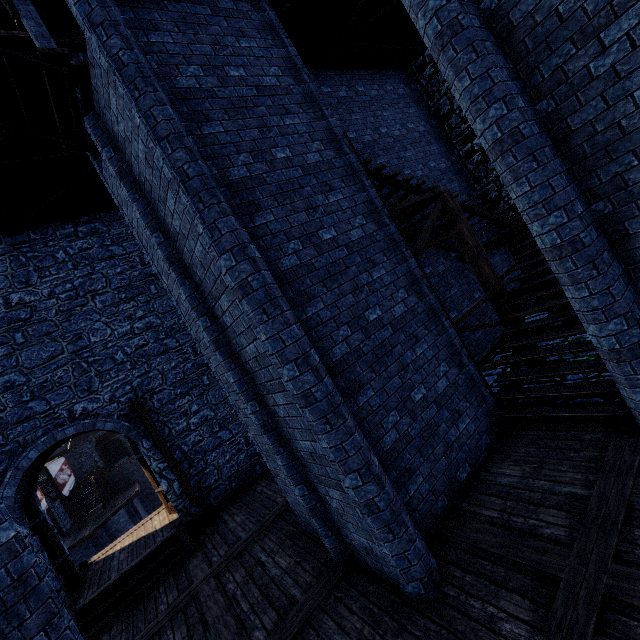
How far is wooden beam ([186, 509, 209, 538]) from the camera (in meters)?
8.70

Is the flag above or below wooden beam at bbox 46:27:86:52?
below

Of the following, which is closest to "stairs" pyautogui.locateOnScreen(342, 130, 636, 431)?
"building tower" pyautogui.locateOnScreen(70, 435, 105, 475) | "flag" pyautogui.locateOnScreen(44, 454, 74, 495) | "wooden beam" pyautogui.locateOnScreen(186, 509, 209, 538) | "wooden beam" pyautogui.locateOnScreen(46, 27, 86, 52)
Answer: "wooden beam" pyautogui.locateOnScreen(186, 509, 209, 538)

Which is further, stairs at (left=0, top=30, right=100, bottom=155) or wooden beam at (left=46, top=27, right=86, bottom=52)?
wooden beam at (left=46, top=27, right=86, bottom=52)

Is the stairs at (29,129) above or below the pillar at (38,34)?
below

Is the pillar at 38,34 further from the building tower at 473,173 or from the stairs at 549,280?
the stairs at 549,280

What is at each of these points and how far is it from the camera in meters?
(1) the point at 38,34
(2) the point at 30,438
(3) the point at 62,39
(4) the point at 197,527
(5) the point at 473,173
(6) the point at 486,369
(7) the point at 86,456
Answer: (1) pillar, 8.1 m
(2) building tower, 8.2 m
(3) wooden beam, 10.4 m
(4) wooden beam, 8.8 m
(5) building tower, 11.8 m
(6) building tower, 8.9 m
(7) building tower, 33.5 m

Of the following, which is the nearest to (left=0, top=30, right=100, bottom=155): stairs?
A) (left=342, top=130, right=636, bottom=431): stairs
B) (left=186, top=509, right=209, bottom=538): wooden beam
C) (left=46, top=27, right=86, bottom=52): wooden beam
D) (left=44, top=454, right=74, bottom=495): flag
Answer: (left=342, top=130, right=636, bottom=431): stairs
